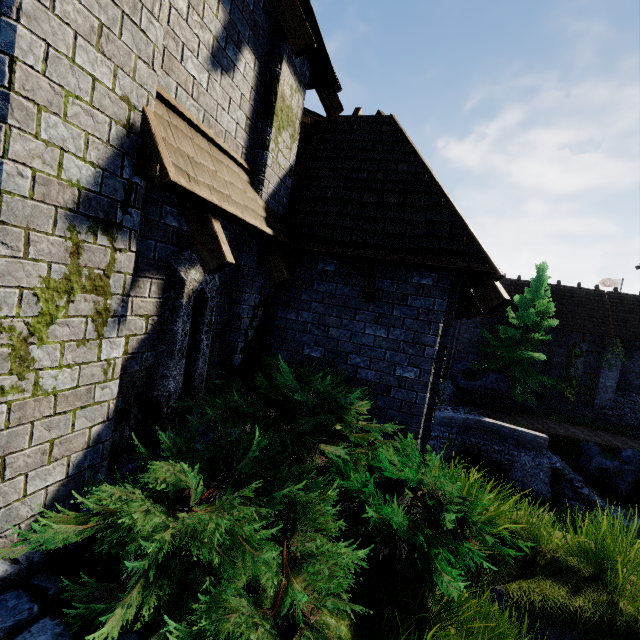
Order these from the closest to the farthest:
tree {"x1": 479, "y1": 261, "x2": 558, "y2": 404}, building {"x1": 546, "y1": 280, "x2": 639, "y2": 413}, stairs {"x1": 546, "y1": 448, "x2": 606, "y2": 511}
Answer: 1. stairs {"x1": 546, "y1": 448, "x2": 606, "y2": 511}
2. tree {"x1": 479, "y1": 261, "x2": 558, "y2": 404}
3. building {"x1": 546, "y1": 280, "x2": 639, "y2": 413}

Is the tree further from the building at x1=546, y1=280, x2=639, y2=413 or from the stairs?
the stairs

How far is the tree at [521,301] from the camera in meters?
19.4

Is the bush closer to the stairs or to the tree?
the stairs

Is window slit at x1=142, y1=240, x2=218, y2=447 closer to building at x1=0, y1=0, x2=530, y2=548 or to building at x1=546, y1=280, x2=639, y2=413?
building at x1=0, y1=0, x2=530, y2=548

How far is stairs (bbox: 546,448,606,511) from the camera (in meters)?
14.23

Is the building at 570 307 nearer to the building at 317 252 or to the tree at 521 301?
the tree at 521 301

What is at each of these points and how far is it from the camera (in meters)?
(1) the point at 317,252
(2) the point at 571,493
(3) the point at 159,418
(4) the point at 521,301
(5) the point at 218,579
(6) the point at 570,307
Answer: (1) building, 4.92
(2) stairs, 14.48
(3) window slit, 3.59
(4) tree, 20.30
(5) bush, 2.17
(6) building, 22.58
